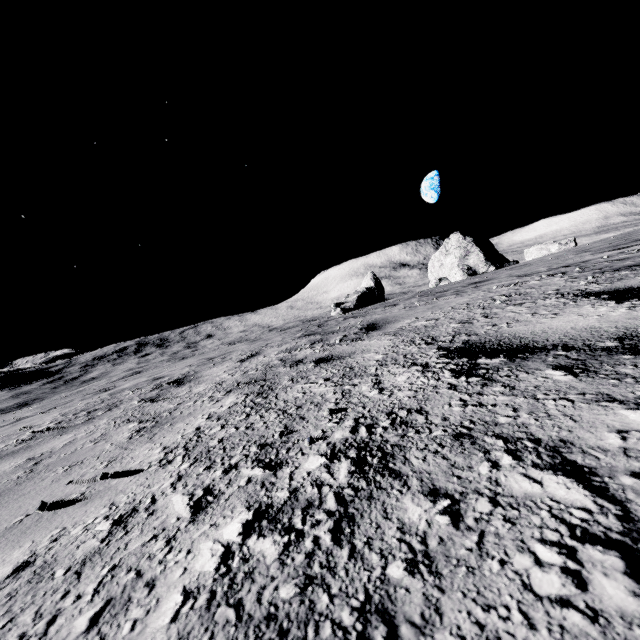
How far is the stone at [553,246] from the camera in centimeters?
2212cm

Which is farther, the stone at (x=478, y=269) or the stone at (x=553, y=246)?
the stone at (x=478, y=269)

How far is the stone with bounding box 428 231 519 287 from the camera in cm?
3102

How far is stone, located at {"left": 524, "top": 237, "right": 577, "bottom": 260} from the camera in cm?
2212

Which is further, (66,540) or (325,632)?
(66,540)

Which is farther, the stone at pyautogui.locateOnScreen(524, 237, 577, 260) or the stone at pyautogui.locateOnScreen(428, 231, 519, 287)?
the stone at pyautogui.locateOnScreen(428, 231, 519, 287)
